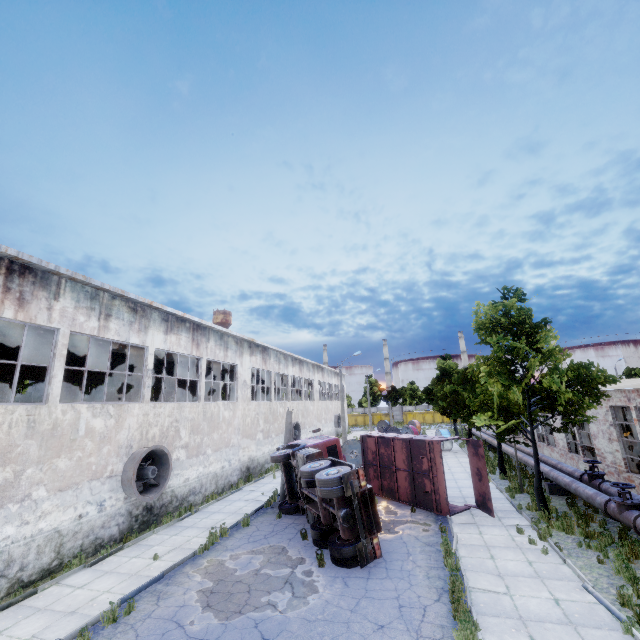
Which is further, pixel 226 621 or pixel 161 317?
pixel 161 317

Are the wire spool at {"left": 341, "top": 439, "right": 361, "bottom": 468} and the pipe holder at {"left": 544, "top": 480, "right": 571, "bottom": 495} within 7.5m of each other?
no

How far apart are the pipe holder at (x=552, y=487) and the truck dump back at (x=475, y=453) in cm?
474

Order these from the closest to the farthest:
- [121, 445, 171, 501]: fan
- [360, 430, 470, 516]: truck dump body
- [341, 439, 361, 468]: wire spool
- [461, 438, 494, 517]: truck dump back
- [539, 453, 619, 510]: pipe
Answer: [539, 453, 619, 510]: pipe, [121, 445, 171, 501]: fan, [461, 438, 494, 517]: truck dump back, [360, 430, 470, 516]: truck dump body, [341, 439, 361, 468]: wire spool

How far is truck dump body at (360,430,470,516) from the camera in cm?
1433

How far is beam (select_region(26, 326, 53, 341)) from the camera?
13.1m

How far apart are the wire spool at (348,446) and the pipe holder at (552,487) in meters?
11.8

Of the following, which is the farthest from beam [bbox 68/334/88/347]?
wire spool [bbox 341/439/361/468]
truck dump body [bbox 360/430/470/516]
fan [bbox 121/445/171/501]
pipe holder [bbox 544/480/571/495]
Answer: pipe holder [bbox 544/480/571/495]
